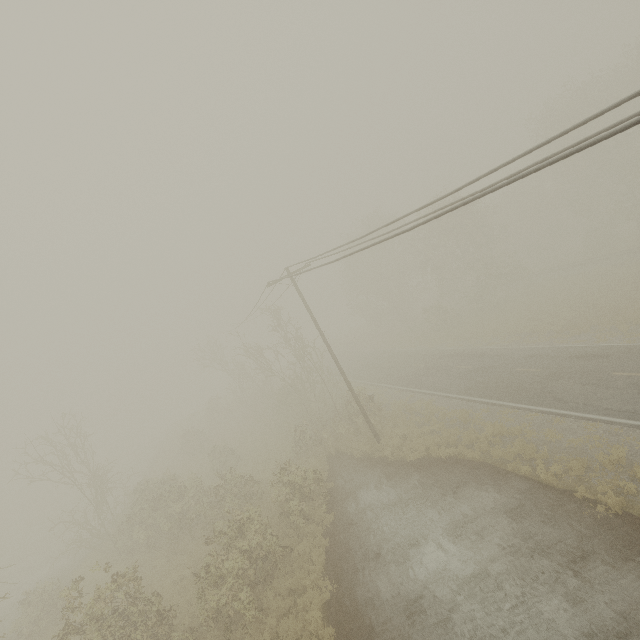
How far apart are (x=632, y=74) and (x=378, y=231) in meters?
29.6
